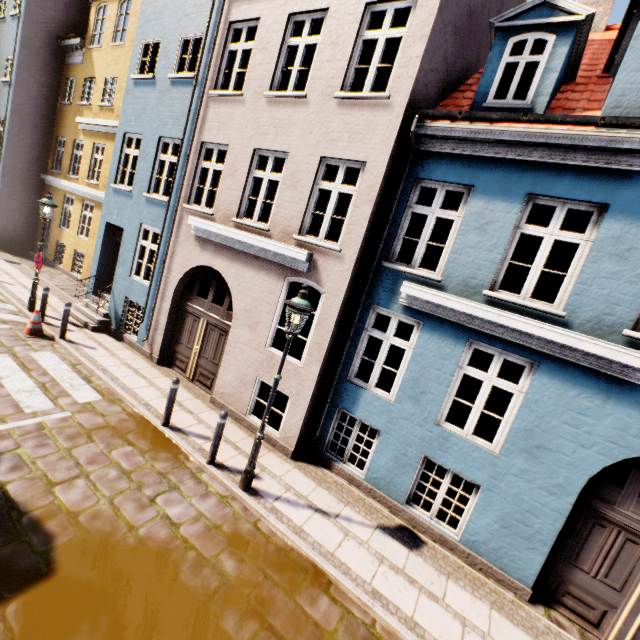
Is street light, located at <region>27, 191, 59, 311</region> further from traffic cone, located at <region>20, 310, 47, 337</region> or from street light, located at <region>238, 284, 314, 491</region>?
street light, located at <region>238, 284, 314, 491</region>

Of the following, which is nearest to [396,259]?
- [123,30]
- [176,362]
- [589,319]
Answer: [589,319]

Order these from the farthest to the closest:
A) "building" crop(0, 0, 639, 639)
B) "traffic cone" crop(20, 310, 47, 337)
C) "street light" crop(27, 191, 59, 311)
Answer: "street light" crop(27, 191, 59, 311) < "traffic cone" crop(20, 310, 47, 337) < "building" crop(0, 0, 639, 639)

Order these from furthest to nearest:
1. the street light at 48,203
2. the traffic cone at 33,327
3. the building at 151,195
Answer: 1. the street light at 48,203
2. the traffic cone at 33,327
3. the building at 151,195

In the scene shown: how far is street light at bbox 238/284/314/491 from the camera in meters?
5.2 m

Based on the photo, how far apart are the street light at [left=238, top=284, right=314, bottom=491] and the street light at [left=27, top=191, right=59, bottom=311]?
9.5m

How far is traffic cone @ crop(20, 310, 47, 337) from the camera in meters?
9.1 m

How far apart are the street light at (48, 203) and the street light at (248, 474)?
9.5m
